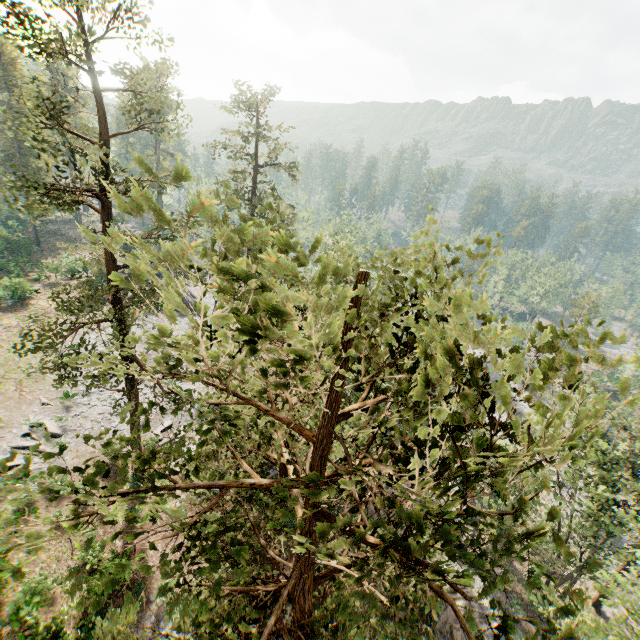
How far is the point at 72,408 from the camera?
27.6m

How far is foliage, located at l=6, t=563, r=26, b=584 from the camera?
3.14m

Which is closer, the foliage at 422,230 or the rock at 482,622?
the foliage at 422,230

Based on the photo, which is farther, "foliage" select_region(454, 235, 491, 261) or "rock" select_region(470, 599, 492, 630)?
"rock" select_region(470, 599, 492, 630)

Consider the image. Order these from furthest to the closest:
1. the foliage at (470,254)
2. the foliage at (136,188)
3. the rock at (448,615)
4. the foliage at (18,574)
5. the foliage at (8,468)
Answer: the rock at (448,615)
the foliage at (470,254)
the foliage at (8,468)
the foliage at (18,574)
the foliage at (136,188)

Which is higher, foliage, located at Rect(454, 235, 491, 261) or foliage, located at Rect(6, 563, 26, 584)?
foliage, located at Rect(454, 235, 491, 261)

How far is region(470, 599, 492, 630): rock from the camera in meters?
21.4 m

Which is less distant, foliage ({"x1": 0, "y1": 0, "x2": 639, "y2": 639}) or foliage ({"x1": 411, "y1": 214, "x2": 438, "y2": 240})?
foliage ({"x1": 0, "y1": 0, "x2": 639, "y2": 639})
